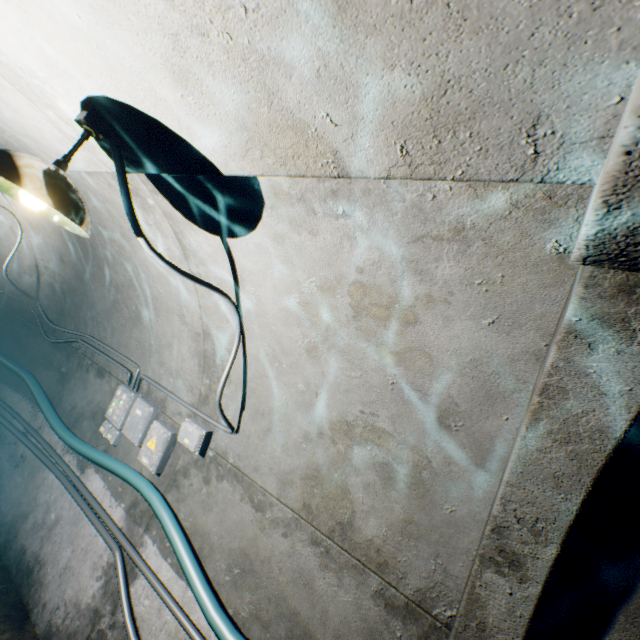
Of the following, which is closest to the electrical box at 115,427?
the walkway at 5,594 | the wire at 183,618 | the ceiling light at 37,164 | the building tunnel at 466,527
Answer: the building tunnel at 466,527

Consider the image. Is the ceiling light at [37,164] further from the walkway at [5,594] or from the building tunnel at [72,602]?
the walkway at [5,594]

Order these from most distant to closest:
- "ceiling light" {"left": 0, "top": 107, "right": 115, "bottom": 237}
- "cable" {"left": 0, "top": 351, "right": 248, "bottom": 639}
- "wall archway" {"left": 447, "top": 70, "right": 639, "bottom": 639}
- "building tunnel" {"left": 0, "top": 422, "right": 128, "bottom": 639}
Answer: "building tunnel" {"left": 0, "top": 422, "right": 128, "bottom": 639} < "cable" {"left": 0, "top": 351, "right": 248, "bottom": 639} < "ceiling light" {"left": 0, "top": 107, "right": 115, "bottom": 237} < "wall archway" {"left": 447, "top": 70, "right": 639, "bottom": 639}

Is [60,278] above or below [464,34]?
below

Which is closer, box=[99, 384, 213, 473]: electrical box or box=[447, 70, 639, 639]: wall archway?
box=[447, 70, 639, 639]: wall archway

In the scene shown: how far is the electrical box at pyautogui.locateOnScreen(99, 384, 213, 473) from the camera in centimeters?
294cm

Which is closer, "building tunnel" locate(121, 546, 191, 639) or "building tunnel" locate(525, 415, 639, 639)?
"building tunnel" locate(525, 415, 639, 639)
